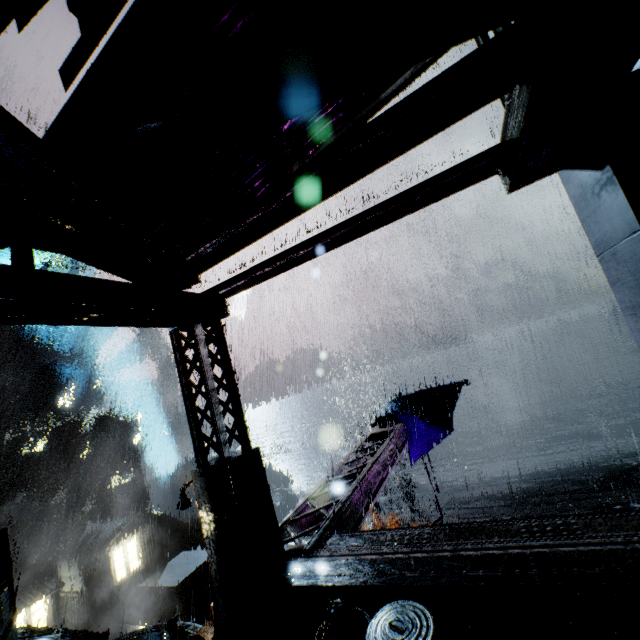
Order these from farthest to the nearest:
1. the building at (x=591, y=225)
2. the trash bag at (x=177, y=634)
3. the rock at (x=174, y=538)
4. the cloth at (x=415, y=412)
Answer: the rock at (x=174, y=538)
the trash bag at (x=177, y=634)
the cloth at (x=415, y=412)
the building at (x=591, y=225)

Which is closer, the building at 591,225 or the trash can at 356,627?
the building at 591,225

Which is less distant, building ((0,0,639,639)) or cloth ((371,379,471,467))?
building ((0,0,639,639))

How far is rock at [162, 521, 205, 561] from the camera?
56.4m

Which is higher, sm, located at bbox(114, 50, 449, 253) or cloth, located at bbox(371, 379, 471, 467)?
sm, located at bbox(114, 50, 449, 253)

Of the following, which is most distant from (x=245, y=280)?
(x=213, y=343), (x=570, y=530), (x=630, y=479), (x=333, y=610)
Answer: (x=630, y=479)

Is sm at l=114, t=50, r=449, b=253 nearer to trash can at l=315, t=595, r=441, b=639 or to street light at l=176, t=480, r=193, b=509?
trash can at l=315, t=595, r=441, b=639

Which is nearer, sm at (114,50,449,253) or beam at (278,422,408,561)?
sm at (114,50,449,253)
